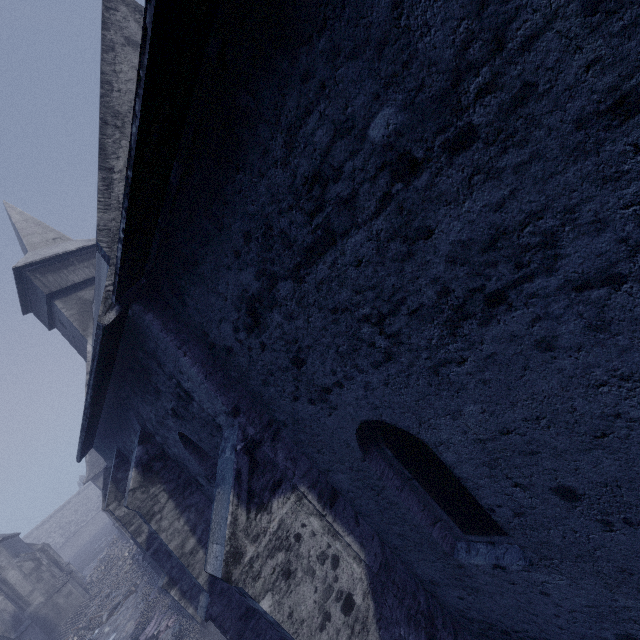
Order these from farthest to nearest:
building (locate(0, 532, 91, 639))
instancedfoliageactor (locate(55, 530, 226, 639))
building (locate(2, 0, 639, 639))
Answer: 1. building (locate(0, 532, 91, 639))
2. instancedfoliageactor (locate(55, 530, 226, 639))
3. building (locate(2, 0, 639, 639))

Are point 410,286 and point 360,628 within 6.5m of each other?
yes

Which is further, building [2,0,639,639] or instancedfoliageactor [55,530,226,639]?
instancedfoliageactor [55,530,226,639]

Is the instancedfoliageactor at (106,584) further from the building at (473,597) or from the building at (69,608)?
the building at (69,608)

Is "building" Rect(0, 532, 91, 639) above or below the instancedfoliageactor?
above

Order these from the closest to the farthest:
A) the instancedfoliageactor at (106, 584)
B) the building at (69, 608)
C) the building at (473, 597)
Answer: the building at (473, 597), the instancedfoliageactor at (106, 584), the building at (69, 608)

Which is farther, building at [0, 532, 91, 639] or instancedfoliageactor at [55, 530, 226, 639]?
building at [0, 532, 91, 639]

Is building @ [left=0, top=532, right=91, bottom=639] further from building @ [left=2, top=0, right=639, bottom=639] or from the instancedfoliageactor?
building @ [left=2, top=0, right=639, bottom=639]
